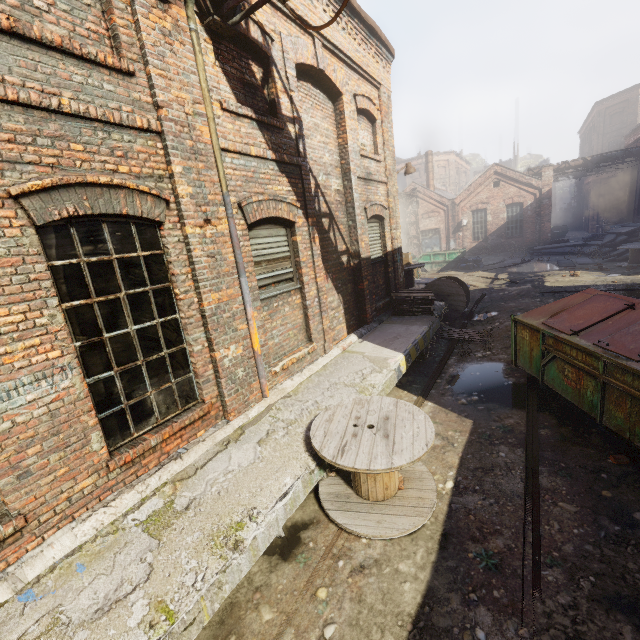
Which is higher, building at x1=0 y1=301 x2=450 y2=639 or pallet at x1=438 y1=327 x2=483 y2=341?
building at x1=0 y1=301 x2=450 y2=639

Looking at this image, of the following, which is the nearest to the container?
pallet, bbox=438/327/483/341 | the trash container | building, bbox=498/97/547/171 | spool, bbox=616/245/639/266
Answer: spool, bbox=616/245/639/266

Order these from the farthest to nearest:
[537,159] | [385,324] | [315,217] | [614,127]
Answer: [537,159] < [614,127] < [385,324] < [315,217]

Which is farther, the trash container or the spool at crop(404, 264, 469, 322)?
the spool at crop(404, 264, 469, 322)

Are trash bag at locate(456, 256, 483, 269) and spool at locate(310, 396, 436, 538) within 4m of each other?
no

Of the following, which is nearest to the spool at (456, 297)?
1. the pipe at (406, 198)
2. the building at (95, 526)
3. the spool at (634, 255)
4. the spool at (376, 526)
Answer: the building at (95, 526)

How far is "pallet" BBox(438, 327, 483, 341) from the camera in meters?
9.4

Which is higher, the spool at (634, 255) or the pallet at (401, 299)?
the pallet at (401, 299)
